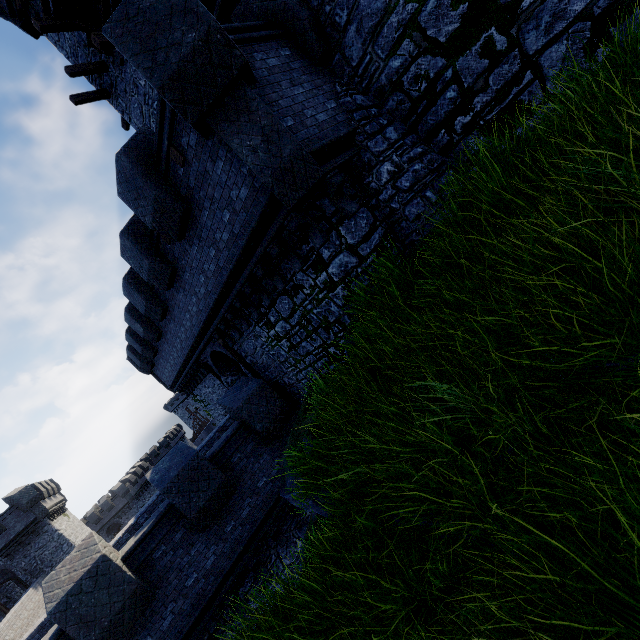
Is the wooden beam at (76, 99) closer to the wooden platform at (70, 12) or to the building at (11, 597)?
the wooden platform at (70, 12)

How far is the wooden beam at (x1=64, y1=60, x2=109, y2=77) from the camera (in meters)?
12.50

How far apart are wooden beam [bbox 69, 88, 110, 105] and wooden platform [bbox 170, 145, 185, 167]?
11.4m

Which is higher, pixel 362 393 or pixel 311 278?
pixel 311 278

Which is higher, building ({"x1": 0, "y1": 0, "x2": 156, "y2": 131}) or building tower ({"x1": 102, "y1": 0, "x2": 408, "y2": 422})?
building ({"x1": 0, "y1": 0, "x2": 156, "y2": 131})

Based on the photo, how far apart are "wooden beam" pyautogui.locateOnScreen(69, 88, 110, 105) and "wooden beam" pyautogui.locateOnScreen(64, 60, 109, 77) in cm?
93

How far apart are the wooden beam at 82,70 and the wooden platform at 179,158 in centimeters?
1067cm

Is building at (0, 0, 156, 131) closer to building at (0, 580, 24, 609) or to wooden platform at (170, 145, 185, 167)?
wooden platform at (170, 145, 185, 167)
